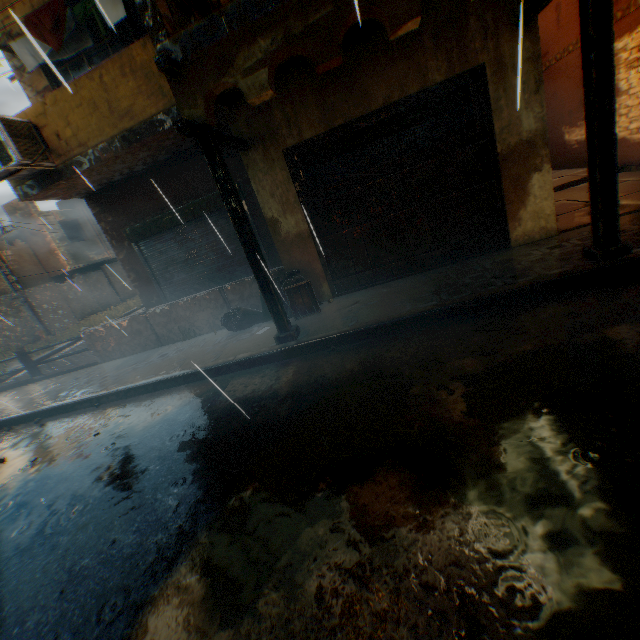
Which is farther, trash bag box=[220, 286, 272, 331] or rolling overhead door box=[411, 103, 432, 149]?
trash bag box=[220, 286, 272, 331]

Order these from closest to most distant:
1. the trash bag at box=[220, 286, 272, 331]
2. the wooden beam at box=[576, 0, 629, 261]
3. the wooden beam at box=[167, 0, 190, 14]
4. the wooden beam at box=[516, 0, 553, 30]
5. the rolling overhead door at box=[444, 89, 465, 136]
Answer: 1. the wooden beam at box=[576, 0, 629, 261]
2. the wooden beam at box=[516, 0, 553, 30]
3. the wooden beam at box=[167, 0, 190, 14]
4. the rolling overhead door at box=[444, 89, 465, 136]
5. the trash bag at box=[220, 286, 272, 331]

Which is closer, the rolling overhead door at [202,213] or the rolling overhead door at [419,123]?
→ the rolling overhead door at [419,123]

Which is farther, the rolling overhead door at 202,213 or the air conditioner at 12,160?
the rolling overhead door at 202,213

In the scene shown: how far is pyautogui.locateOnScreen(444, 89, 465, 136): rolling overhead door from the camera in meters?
5.1

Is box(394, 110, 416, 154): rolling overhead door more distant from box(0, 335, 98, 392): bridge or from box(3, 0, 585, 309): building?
box(0, 335, 98, 392): bridge

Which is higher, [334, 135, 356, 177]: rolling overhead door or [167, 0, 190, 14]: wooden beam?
[167, 0, 190, 14]: wooden beam

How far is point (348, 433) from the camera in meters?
3.0 m
